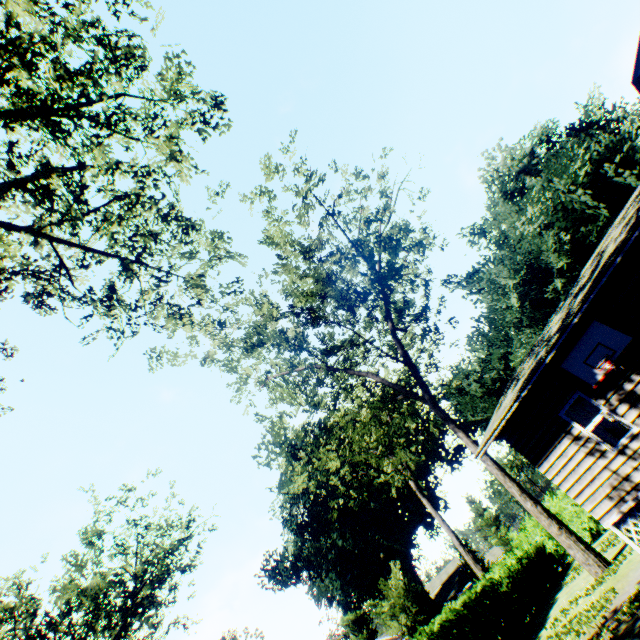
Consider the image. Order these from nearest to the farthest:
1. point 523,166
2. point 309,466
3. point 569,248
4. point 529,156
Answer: point 569,248, point 529,156, point 523,166, point 309,466

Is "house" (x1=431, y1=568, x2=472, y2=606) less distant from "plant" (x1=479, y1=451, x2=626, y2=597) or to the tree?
"plant" (x1=479, y1=451, x2=626, y2=597)

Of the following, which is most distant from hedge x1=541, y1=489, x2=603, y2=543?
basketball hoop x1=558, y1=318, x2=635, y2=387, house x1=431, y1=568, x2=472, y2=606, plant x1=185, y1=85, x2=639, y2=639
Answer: house x1=431, y1=568, x2=472, y2=606

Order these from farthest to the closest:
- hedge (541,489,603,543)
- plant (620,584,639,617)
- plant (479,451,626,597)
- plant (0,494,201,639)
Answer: plant (0,494,201,639)
hedge (541,489,603,543)
plant (479,451,626,597)
plant (620,584,639,617)

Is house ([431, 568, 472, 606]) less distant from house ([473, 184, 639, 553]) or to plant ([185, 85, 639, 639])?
plant ([185, 85, 639, 639])

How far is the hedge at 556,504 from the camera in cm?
2033

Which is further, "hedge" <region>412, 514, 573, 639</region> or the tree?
"hedge" <region>412, 514, 573, 639</region>

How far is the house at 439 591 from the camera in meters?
52.4 m
